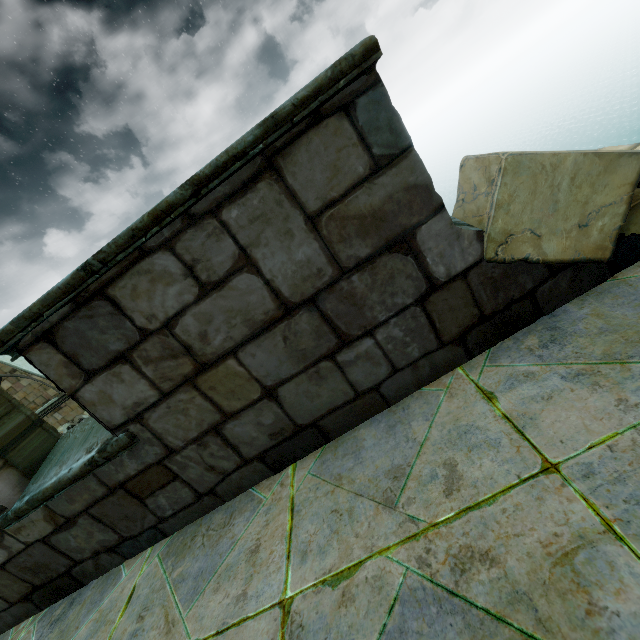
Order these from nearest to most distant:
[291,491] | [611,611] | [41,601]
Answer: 1. [611,611]
2. [291,491]
3. [41,601]
